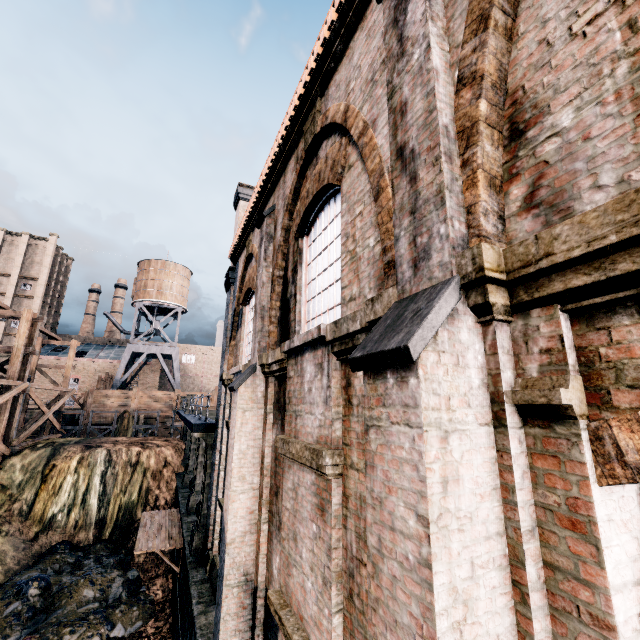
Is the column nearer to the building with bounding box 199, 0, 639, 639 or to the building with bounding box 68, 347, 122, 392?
the building with bounding box 199, 0, 639, 639

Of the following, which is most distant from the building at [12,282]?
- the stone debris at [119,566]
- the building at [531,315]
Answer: the stone debris at [119,566]

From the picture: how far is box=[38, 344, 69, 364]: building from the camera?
51.7 meters

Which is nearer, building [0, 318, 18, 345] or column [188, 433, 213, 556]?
column [188, 433, 213, 556]

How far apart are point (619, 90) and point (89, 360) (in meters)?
66.70

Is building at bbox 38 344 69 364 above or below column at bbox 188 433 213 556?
above

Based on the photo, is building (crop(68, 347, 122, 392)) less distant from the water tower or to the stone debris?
the water tower

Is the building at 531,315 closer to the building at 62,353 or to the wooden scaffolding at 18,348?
the wooden scaffolding at 18,348
